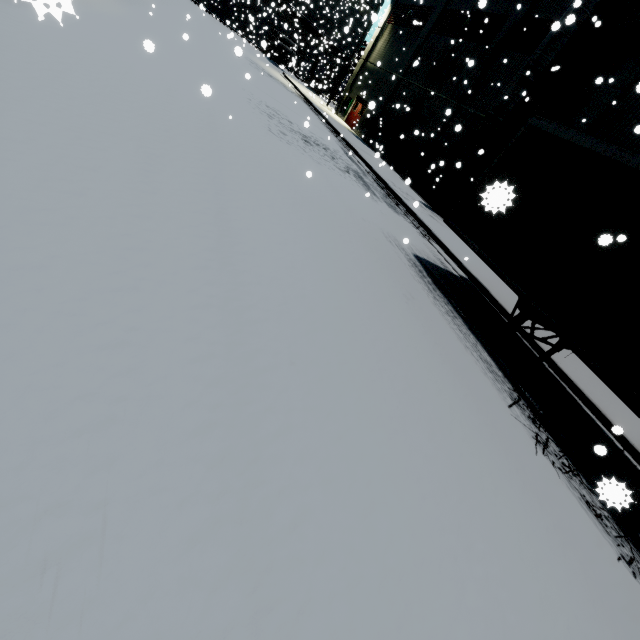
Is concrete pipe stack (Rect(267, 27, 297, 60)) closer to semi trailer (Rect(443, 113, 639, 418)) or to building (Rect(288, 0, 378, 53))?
semi trailer (Rect(443, 113, 639, 418))

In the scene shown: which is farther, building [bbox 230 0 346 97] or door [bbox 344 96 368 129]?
building [bbox 230 0 346 97]

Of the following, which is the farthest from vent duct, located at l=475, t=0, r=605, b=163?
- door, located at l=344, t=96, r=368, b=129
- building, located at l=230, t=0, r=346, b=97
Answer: door, located at l=344, t=96, r=368, b=129

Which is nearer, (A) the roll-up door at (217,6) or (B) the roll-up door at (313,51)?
(B) the roll-up door at (313,51)

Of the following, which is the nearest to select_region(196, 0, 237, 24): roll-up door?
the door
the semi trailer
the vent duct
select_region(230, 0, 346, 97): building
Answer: select_region(230, 0, 346, 97): building

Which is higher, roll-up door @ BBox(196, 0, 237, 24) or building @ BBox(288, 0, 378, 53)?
building @ BBox(288, 0, 378, 53)

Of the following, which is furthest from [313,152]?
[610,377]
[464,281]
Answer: [610,377]

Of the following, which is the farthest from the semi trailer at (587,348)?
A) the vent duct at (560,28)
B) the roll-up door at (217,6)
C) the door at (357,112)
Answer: the door at (357,112)
